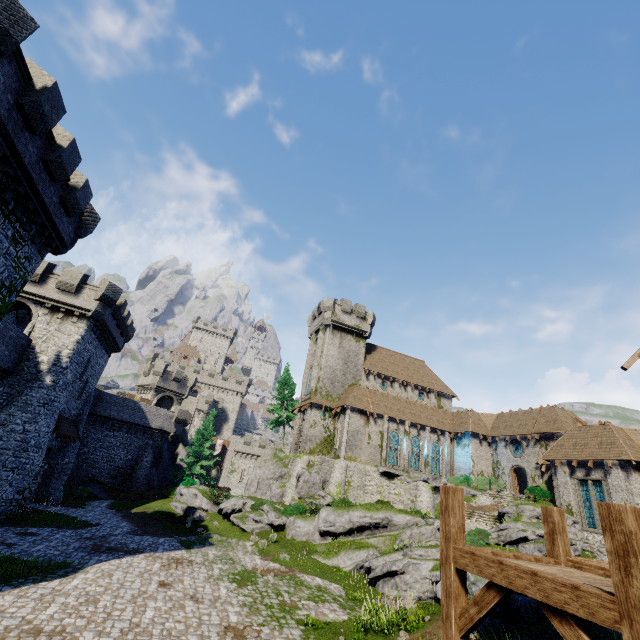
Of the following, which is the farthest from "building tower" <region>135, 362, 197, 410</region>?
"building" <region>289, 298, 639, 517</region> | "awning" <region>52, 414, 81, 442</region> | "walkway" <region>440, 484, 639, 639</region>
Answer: "walkway" <region>440, 484, 639, 639</region>

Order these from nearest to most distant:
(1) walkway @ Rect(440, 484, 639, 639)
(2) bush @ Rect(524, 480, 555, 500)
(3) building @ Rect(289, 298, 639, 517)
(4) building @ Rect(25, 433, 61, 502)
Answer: (1) walkway @ Rect(440, 484, 639, 639) < (4) building @ Rect(25, 433, 61, 502) < (3) building @ Rect(289, 298, 639, 517) < (2) bush @ Rect(524, 480, 555, 500)

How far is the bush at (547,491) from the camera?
28.5m

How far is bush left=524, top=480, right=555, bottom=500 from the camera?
28.53m

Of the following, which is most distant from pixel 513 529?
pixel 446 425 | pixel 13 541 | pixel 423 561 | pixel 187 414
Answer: pixel 187 414

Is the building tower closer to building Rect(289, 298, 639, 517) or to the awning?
the awning

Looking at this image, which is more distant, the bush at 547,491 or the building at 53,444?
the bush at 547,491

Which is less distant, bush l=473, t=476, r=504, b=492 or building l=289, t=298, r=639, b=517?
building l=289, t=298, r=639, b=517
